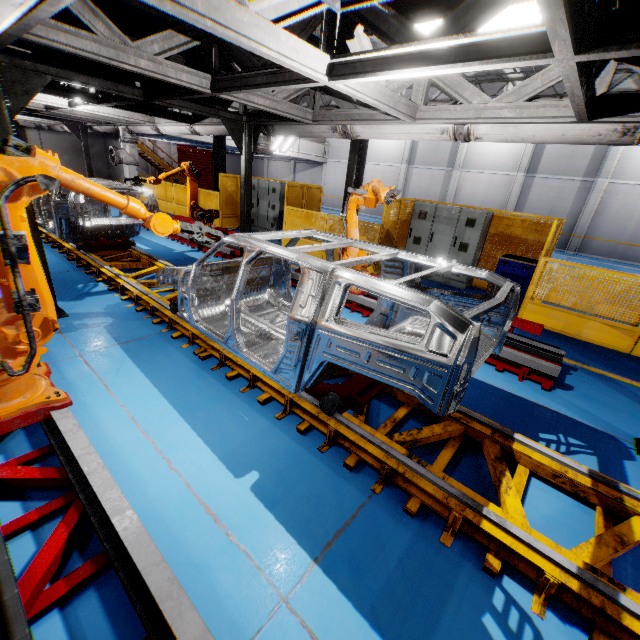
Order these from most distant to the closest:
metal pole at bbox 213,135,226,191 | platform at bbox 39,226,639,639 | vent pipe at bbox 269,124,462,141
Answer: metal pole at bbox 213,135,226,191 → vent pipe at bbox 269,124,462,141 → platform at bbox 39,226,639,639

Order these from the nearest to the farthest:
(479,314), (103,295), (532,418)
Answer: (479,314), (532,418), (103,295)

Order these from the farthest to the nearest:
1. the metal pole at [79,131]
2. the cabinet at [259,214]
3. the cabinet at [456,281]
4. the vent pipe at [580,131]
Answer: the cabinet at [259,214]
the metal pole at [79,131]
the cabinet at [456,281]
the vent pipe at [580,131]

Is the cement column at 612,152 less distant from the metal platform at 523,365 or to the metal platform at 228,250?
the metal platform at 523,365

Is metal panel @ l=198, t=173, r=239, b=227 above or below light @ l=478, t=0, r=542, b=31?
below

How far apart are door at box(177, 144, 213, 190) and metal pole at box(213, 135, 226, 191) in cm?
1921

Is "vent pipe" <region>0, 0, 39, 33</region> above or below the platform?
above

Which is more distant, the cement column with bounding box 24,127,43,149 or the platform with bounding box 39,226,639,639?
the cement column with bounding box 24,127,43,149
